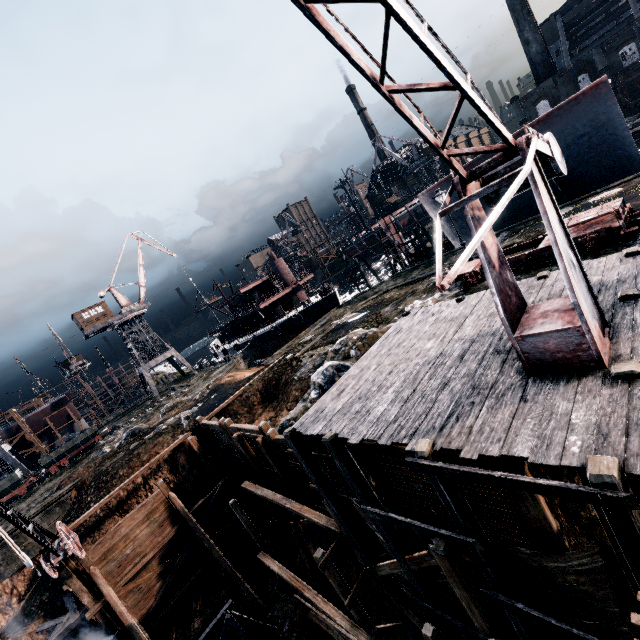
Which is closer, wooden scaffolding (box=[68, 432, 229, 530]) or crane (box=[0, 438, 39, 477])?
wooden scaffolding (box=[68, 432, 229, 530])

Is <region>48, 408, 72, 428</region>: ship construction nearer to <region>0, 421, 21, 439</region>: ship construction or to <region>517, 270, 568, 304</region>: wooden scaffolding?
<region>0, 421, 21, 439</region>: ship construction

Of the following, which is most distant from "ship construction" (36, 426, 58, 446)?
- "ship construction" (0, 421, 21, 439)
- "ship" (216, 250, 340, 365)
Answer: "ship" (216, 250, 340, 365)

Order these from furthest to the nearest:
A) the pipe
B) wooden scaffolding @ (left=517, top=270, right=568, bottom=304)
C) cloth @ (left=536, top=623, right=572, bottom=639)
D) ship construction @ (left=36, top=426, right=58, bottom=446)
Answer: ship construction @ (left=36, top=426, right=58, bottom=446) < the pipe < wooden scaffolding @ (left=517, top=270, right=568, bottom=304) < cloth @ (left=536, top=623, right=572, bottom=639)

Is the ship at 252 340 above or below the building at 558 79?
below

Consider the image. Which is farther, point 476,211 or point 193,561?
point 193,561

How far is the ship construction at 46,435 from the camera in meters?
51.6 m

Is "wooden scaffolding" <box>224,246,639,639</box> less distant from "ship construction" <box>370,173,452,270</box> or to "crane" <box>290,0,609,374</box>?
"crane" <box>290,0,609,374</box>
